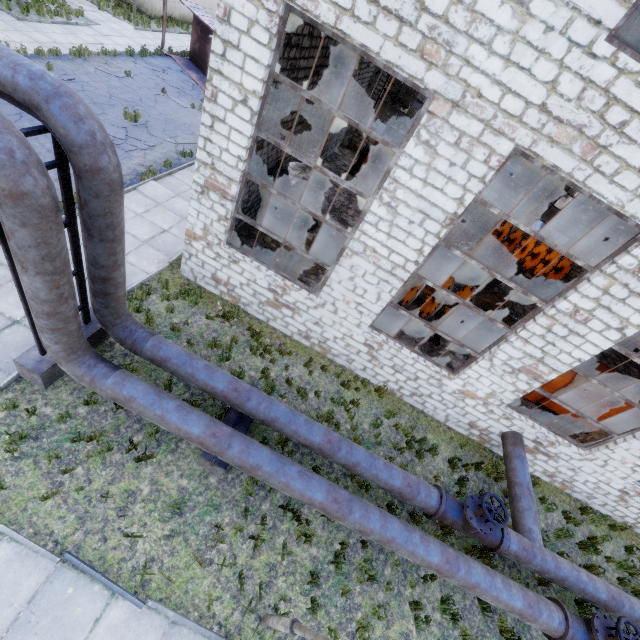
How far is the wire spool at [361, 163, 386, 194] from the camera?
18.31m

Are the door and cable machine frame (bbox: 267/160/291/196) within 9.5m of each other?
yes

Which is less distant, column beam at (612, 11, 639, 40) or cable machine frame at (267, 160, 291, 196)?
cable machine frame at (267, 160, 291, 196)

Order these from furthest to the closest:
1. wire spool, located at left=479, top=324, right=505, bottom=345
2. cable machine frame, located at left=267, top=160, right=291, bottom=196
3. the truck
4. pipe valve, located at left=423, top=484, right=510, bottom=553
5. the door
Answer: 1. the truck
2. the door
3. wire spool, located at left=479, top=324, right=505, bottom=345
4. cable machine frame, located at left=267, top=160, right=291, bottom=196
5. pipe valve, located at left=423, top=484, right=510, bottom=553

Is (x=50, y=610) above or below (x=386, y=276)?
below

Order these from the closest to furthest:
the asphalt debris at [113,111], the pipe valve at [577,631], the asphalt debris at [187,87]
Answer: the pipe valve at [577,631]
the asphalt debris at [113,111]
the asphalt debris at [187,87]

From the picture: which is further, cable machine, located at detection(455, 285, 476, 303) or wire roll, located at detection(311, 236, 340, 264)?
wire roll, located at detection(311, 236, 340, 264)

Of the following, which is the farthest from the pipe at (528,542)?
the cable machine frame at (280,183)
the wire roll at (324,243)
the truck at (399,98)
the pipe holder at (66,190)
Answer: the truck at (399,98)
